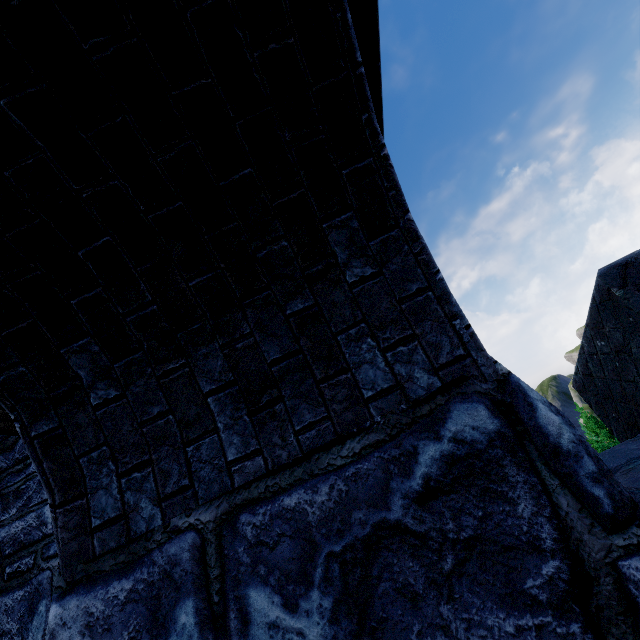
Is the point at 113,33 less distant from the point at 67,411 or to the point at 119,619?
the point at 67,411
